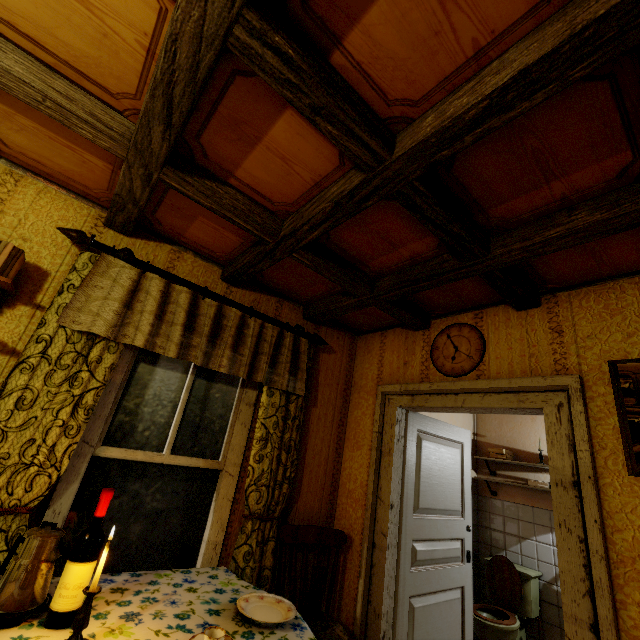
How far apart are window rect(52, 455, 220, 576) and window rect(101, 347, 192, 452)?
0.1 meters

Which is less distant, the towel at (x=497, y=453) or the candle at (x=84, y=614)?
the candle at (x=84, y=614)

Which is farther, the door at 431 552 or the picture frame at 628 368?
the door at 431 552

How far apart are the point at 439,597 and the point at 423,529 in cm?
56

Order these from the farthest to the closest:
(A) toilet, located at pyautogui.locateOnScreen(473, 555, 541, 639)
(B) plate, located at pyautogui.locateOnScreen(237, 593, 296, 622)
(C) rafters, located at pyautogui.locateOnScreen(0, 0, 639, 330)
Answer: (A) toilet, located at pyautogui.locateOnScreen(473, 555, 541, 639) < (B) plate, located at pyautogui.locateOnScreen(237, 593, 296, 622) < (C) rafters, located at pyautogui.locateOnScreen(0, 0, 639, 330)

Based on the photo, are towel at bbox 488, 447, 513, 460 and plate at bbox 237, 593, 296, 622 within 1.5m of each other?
no

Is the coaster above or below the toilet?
above

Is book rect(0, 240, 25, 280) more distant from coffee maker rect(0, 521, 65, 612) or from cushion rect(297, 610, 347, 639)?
cushion rect(297, 610, 347, 639)
